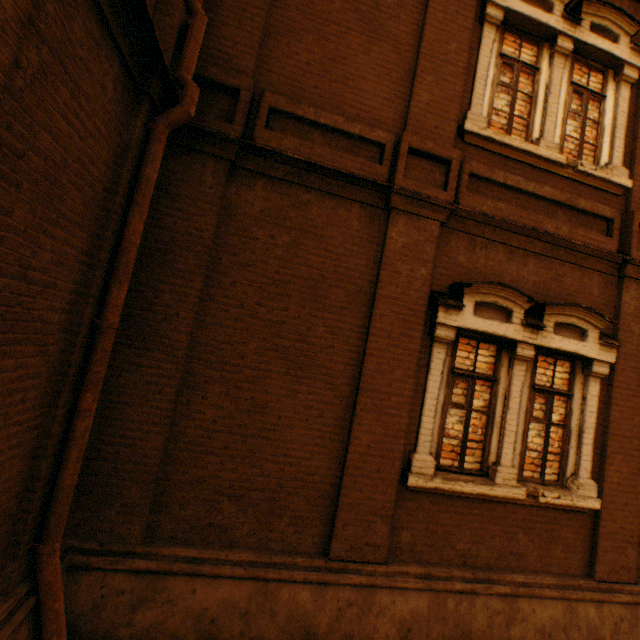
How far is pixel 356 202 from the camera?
4.4m
